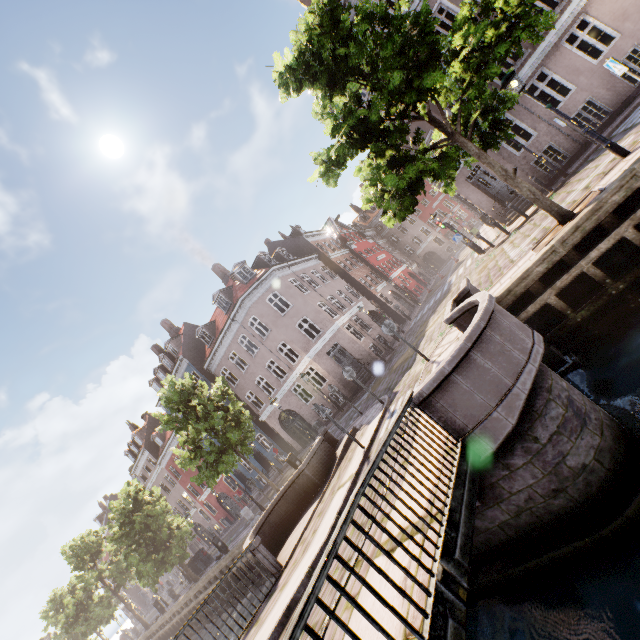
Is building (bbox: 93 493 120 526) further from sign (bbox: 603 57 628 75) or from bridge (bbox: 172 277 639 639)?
bridge (bbox: 172 277 639 639)

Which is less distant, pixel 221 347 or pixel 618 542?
pixel 618 542

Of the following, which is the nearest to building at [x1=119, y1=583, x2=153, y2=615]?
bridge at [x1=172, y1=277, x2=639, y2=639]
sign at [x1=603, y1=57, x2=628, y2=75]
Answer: sign at [x1=603, y1=57, x2=628, y2=75]

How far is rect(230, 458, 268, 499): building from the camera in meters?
30.7

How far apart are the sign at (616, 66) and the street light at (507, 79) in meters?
1.2 m

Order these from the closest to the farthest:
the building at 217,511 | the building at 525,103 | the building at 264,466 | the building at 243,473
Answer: the building at 525,103, the building at 264,466, the building at 243,473, the building at 217,511

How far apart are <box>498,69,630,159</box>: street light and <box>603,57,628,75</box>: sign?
1.2m

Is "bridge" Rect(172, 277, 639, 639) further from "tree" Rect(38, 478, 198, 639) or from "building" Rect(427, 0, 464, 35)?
"building" Rect(427, 0, 464, 35)
